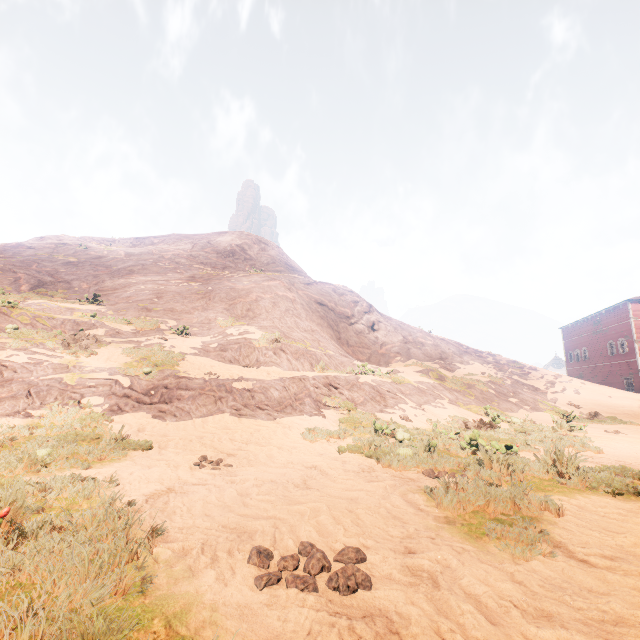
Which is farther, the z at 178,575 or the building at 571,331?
the building at 571,331

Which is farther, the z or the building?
the building

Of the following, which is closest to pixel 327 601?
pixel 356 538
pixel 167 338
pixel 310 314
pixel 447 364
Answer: pixel 356 538
